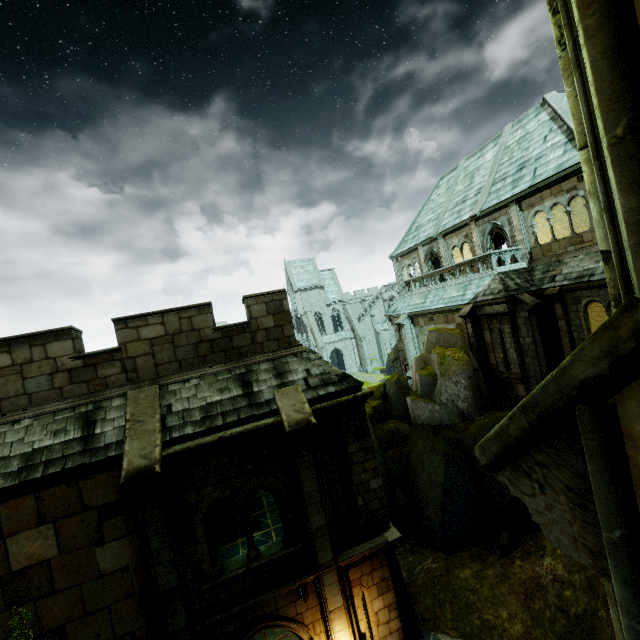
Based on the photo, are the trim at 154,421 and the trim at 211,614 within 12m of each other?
yes

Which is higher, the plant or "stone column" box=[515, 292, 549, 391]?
"stone column" box=[515, 292, 549, 391]

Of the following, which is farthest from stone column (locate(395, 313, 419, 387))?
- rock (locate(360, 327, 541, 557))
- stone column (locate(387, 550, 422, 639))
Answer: stone column (locate(387, 550, 422, 639))

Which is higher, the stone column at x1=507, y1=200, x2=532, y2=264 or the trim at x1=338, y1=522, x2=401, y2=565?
the stone column at x1=507, y1=200, x2=532, y2=264

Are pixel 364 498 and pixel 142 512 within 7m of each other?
yes

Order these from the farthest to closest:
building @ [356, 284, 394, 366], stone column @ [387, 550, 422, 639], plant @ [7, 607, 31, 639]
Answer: building @ [356, 284, 394, 366], stone column @ [387, 550, 422, 639], plant @ [7, 607, 31, 639]

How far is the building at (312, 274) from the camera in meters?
54.1

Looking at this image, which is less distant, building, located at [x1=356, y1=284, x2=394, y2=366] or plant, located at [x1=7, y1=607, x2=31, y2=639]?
plant, located at [x1=7, y1=607, x2=31, y2=639]
